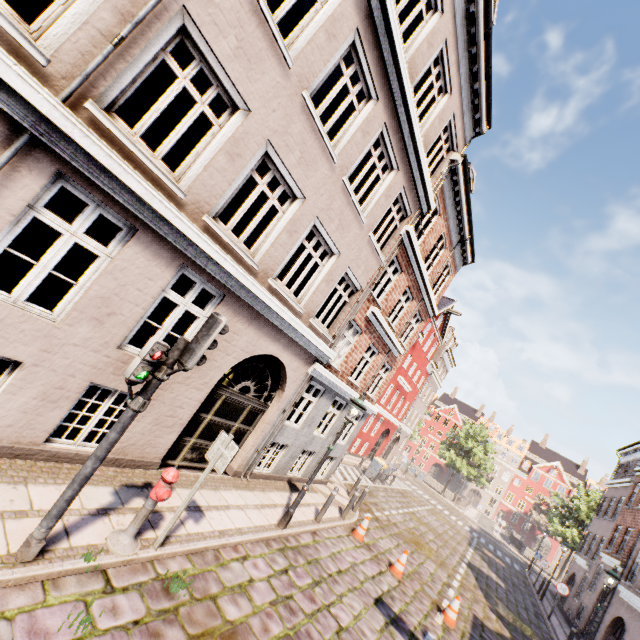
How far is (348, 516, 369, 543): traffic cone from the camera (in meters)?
10.50

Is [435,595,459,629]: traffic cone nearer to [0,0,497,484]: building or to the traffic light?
[0,0,497,484]: building

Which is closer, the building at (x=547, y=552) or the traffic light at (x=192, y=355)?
the traffic light at (x=192, y=355)

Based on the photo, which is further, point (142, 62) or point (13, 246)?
point (13, 246)

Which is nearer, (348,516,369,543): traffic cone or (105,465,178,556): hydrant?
(105,465,178,556): hydrant

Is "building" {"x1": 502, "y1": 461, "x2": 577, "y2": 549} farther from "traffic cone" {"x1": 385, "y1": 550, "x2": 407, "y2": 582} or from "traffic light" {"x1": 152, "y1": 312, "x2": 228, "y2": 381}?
"traffic cone" {"x1": 385, "y1": 550, "x2": 407, "y2": 582}

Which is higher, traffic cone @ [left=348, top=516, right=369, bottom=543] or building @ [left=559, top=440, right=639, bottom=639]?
building @ [left=559, top=440, right=639, bottom=639]

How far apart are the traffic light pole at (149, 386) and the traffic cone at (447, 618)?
10.6m
